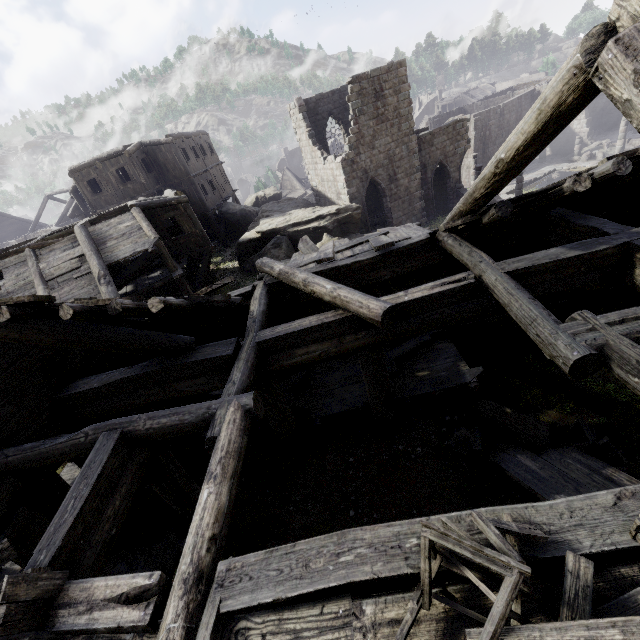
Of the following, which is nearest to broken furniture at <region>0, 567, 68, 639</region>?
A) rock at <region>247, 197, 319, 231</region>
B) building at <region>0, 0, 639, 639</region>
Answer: building at <region>0, 0, 639, 639</region>

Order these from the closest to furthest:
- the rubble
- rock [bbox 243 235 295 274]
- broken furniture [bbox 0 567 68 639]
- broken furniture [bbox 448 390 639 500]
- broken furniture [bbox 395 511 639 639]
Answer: broken furniture [bbox 395 511 639 639] < broken furniture [bbox 0 567 68 639] < broken furniture [bbox 448 390 639 500] < rock [bbox 243 235 295 274] < the rubble

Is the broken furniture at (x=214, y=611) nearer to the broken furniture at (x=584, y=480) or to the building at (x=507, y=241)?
the building at (x=507, y=241)

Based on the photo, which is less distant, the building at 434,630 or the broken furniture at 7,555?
the building at 434,630

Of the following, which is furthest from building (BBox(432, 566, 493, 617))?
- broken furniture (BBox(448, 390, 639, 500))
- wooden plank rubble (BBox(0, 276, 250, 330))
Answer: broken furniture (BBox(448, 390, 639, 500))

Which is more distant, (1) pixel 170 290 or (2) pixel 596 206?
(1) pixel 170 290

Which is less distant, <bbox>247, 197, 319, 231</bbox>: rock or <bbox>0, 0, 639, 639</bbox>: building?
<bbox>0, 0, 639, 639</bbox>: building

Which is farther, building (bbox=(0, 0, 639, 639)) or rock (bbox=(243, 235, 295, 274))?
rock (bbox=(243, 235, 295, 274))
